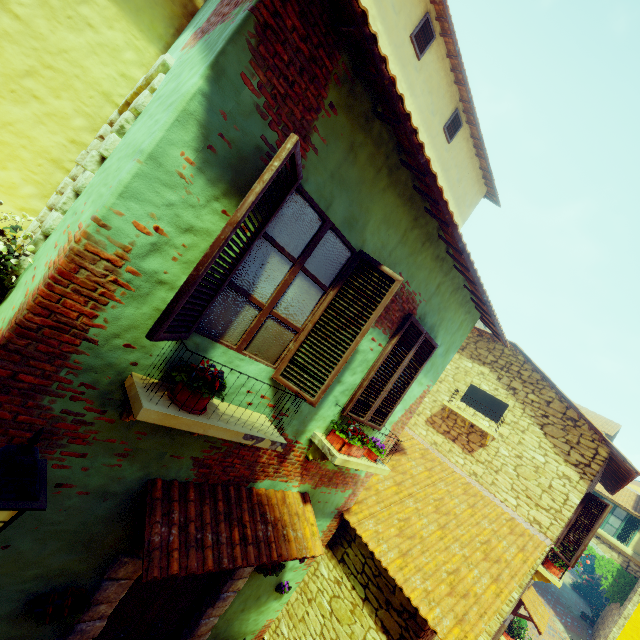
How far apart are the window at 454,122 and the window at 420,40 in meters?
1.9

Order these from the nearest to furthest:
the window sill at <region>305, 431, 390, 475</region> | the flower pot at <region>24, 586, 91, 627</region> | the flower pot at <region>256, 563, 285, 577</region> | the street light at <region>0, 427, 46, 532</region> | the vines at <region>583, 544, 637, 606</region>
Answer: the street light at <region>0, 427, 46, 532</region> < the flower pot at <region>24, 586, 91, 627</region> < the window sill at <region>305, 431, 390, 475</region> < the flower pot at <region>256, 563, 285, 577</region> < the vines at <region>583, 544, 637, 606</region>

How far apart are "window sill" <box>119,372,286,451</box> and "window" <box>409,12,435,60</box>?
8.84m

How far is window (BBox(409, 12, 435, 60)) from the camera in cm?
741

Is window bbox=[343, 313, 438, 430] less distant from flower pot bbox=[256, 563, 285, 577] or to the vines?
the vines

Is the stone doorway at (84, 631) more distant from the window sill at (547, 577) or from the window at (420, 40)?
the window at (420, 40)

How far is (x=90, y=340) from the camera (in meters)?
2.26

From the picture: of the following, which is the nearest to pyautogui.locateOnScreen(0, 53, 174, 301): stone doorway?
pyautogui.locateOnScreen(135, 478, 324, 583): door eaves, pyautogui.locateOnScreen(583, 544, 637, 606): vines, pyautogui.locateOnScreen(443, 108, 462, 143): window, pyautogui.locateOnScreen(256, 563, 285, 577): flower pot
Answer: pyautogui.locateOnScreen(135, 478, 324, 583): door eaves
